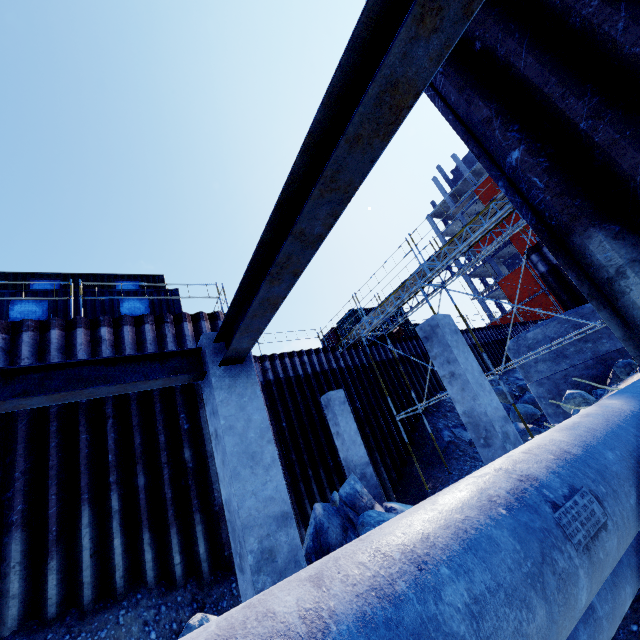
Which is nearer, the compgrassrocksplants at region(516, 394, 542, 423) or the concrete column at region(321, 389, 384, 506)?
the concrete column at region(321, 389, 384, 506)

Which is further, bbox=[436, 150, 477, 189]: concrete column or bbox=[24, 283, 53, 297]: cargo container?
bbox=[436, 150, 477, 189]: concrete column

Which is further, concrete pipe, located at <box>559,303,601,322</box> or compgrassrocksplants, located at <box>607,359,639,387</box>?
concrete pipe, located at <box>559,303,601,322</box>

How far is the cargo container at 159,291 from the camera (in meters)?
11.17

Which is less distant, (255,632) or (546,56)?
(255,632)

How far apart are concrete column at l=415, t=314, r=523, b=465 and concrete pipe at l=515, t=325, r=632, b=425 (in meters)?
5.32

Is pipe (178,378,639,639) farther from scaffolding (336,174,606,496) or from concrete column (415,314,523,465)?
concrete column (415,314,523,465)

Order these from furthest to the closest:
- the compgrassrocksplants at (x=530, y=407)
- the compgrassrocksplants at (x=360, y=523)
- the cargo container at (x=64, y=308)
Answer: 1. the compgrassrocksplants at (x=530, y=407)
2. the cargo container at (x=64, y=308)
3. the compgrassrocksplants at (x=360, y=523)
